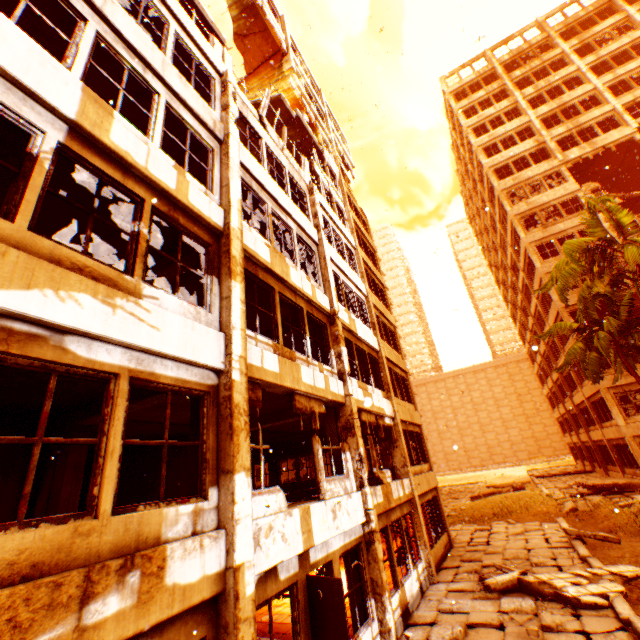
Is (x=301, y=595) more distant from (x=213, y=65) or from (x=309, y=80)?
(x=309, y=80)

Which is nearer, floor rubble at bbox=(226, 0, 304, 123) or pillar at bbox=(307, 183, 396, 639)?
pillar at bbox=(307, 183, 396, 639)

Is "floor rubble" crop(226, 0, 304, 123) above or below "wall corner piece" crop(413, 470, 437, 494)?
above

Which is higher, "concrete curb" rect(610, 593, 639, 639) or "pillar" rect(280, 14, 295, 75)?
"pillar" rect(280, 14, 295, 75)

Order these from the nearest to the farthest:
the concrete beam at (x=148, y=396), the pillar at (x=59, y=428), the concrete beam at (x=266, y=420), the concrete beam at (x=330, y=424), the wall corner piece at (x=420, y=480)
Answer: the concrete beam at (x=148, y=396)
the pillar at (x=59, y=428)
the concrete beam at (x=330, y=424)
the concrete beam at (x=266, y=420)
the wall corner piece at (x=420, y=480)

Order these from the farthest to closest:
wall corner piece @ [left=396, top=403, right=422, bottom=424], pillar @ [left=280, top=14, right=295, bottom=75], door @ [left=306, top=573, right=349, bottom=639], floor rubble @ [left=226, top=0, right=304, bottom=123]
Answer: pillar @ [left=280, top=14, right=295, bottom=75] → floor rubble @ [left=226, top=0, right=304, bottom=123] → wall corner piece @ [left=396, top=403, right=422, bottom=424] → door @ [left=306, top=573, right=349, bottom=639]

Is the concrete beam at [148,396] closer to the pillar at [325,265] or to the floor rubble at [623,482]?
the pillar at [325,265]

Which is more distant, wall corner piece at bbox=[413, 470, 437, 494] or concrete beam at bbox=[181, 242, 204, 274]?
wall corner piece at bbox=[413, 470, 437, 494]
